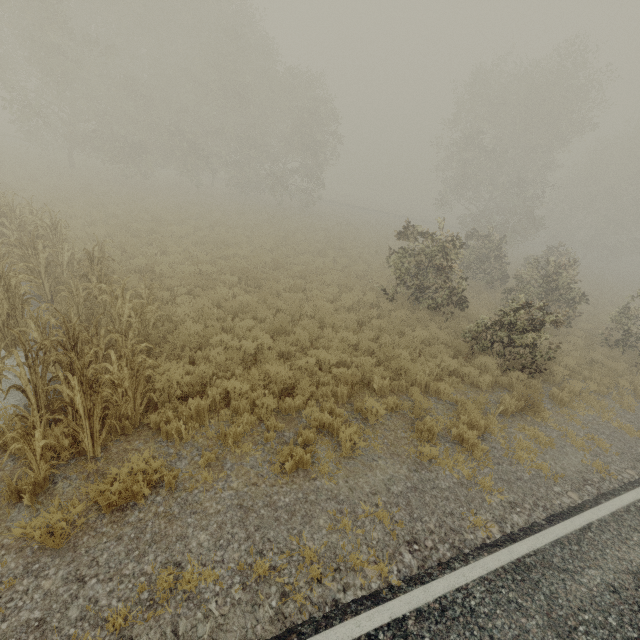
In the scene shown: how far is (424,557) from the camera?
4.6m
